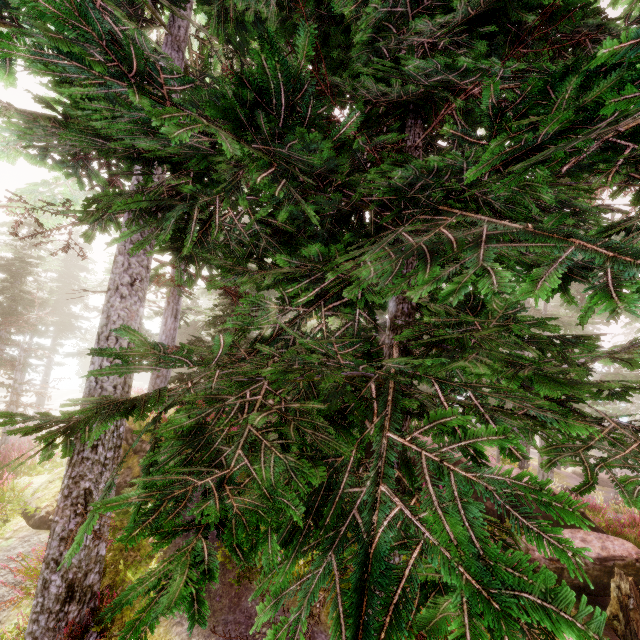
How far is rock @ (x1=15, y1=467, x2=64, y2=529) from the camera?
7.3m

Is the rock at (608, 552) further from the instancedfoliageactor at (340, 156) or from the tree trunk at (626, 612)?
the tree trunk at (626, 612)

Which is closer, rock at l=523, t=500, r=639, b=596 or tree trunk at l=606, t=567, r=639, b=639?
tree trunk at l=606, t=567, r=639, b=639

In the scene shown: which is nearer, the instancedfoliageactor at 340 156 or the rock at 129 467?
the instancedfoliageactor at 340 156

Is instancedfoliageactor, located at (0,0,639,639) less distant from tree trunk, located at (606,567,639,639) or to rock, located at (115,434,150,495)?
rock, located at (115,434,150,495)

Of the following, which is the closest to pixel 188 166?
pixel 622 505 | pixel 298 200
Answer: pixel 298 200
